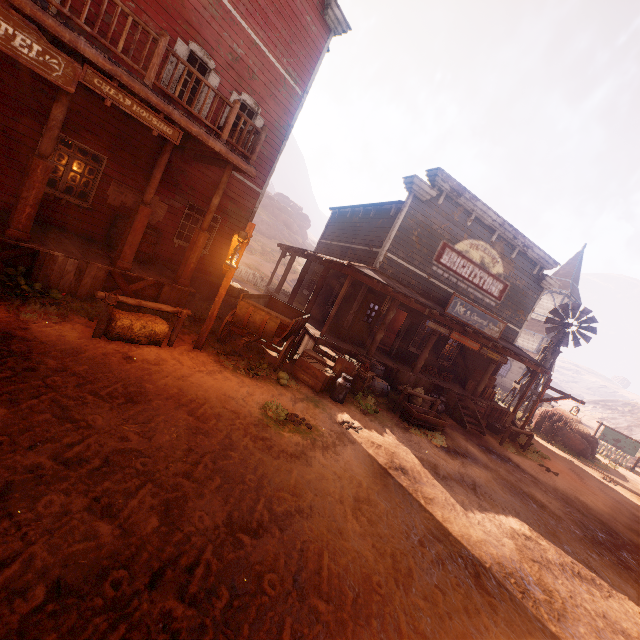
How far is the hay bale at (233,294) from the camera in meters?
14.0

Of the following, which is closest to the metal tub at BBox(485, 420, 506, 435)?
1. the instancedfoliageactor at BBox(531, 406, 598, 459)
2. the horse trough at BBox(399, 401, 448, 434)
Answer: the horse trough at BBox(399, 401, 448, 434)

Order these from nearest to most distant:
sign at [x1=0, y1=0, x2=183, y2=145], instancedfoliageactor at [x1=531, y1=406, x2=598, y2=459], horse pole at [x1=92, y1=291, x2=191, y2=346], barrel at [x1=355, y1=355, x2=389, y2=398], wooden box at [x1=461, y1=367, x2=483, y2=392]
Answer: sign at [x1=0, y1=0, x2=183, y2=145]
horse pole at [x1=92, y1=291, x2=191, y2=346]
barrel at [x1=355, y1=355, x2=389, y2=398]
wooden box at [x1=461, y1=367, x2=483, y2=392]
instancedfoliageactor at [x1=531, y1=406, x2=598, y2=459]

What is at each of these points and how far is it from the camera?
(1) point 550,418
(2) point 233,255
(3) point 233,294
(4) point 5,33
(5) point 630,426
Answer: (1) instancedfoliageactor, 21.8m
(2) light pole, 6.3m
(3) hay bale, 14.2m
(4) sign, 4.9m
(5) z, 58.5m

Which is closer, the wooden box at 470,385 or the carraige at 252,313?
the carraige at 252,313

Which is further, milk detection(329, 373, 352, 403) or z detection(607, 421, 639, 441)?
z detection(607, 421, 639, 441)

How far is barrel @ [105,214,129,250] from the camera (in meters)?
9.44

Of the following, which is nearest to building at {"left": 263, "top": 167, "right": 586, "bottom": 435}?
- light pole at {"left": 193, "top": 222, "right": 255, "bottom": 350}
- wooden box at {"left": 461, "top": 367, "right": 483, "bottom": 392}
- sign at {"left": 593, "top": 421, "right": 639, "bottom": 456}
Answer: wooden box at {"left": 461, "top": 367, "right": 483, "bottom": 392}
